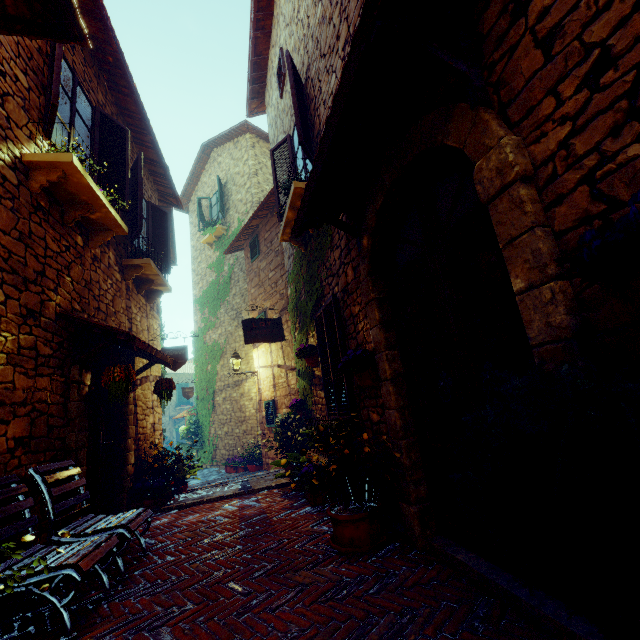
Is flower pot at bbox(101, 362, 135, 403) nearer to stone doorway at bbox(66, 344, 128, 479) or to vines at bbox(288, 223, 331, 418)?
stone doorway at bbox(66, 344, 128, 479)

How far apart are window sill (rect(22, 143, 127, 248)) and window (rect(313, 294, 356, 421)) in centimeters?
313cm

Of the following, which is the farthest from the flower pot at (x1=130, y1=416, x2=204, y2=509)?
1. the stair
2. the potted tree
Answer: the potted tree

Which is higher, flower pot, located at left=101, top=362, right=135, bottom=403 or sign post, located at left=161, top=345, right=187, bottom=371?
sign post, located at left=161, top=345, right=187, bottom=371

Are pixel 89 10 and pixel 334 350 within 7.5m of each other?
yes

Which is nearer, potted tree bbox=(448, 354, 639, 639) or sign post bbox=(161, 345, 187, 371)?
potted tree bbox=(448, 354, 639, 639)

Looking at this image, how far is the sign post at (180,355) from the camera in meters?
6.3

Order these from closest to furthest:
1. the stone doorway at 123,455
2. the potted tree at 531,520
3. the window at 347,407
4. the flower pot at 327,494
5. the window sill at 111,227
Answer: the potted tree at 531,520 < the flower pot at 327,494 < the window sill at 111,227 < the window at 347,407 < the stone doorway at 123,455
